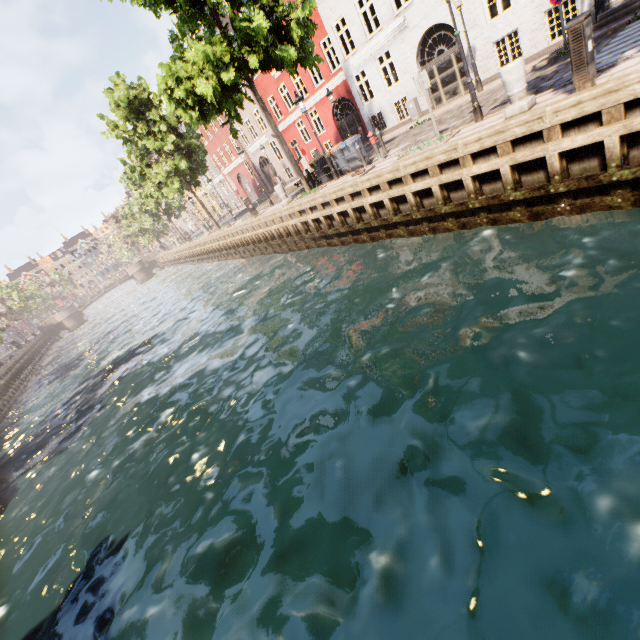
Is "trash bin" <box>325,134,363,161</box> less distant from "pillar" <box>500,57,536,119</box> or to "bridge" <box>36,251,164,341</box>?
"pillar" <box>500,57,536,119</box>

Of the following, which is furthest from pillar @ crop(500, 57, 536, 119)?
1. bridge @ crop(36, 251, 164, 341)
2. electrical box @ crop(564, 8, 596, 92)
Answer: bridge @ crop(36, 251, 164, 341)

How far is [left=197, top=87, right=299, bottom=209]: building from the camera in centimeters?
2888cm

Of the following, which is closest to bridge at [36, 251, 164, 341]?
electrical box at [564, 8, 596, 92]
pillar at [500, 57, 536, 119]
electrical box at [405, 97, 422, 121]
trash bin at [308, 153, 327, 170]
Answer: trash bin at [308, 153, 327, 170]

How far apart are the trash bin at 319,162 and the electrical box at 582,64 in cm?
1117

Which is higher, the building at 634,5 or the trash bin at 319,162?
the trash bin at 319,162

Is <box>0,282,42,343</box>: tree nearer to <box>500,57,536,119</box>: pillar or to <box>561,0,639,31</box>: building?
<box>500,57,536,119</box>: pillar

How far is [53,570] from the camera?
6.95m
